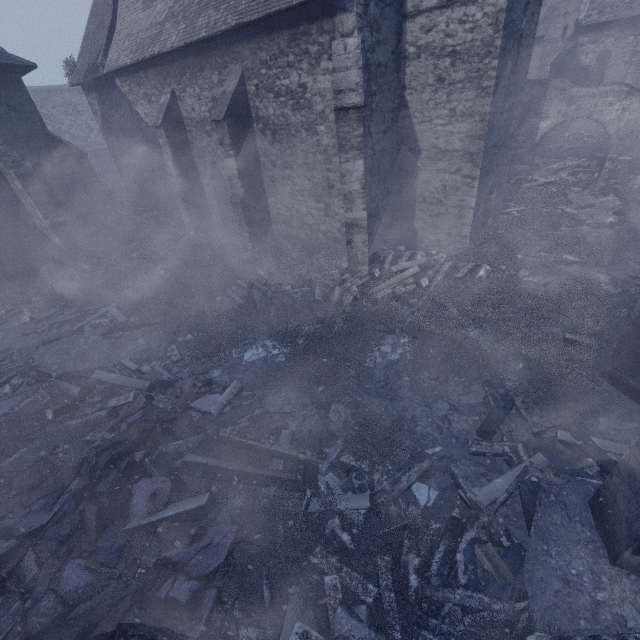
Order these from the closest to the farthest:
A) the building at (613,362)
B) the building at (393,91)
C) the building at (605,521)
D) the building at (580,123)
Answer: the building at (605,521), the building at (613,362), the building at (393,91), the building at (580,123)

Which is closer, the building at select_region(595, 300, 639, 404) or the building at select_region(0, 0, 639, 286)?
the building at select_region(595, 300, 639, 404)

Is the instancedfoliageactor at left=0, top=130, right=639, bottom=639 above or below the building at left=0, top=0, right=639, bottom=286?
below

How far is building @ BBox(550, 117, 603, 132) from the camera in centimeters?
2628cm

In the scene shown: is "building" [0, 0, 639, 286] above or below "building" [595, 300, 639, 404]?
above

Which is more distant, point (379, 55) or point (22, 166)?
point (22, 166)

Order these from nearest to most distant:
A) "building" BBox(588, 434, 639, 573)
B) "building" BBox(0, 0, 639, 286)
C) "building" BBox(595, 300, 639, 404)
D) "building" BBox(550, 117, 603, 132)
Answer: "building" BBox(588, 434, 639, 573) → "building" BBox(595, 300, 639, 404) → "building" BBox(0, 0, 639, 286) → "building" BBox(550, 117, 603, 132)

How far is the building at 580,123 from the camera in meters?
26.3
